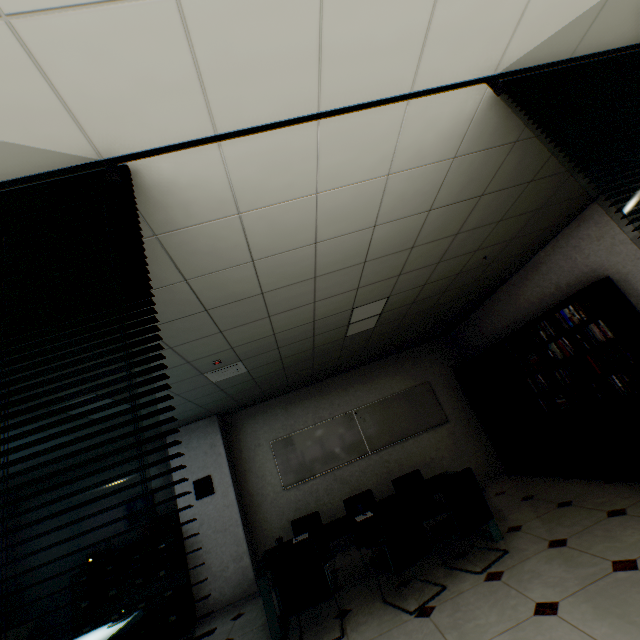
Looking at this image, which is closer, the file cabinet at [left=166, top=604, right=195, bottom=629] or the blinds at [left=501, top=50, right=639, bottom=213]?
the blinds at [left=501, top=50, right=639, bottom=213]

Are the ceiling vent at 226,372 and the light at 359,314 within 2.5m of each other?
yes

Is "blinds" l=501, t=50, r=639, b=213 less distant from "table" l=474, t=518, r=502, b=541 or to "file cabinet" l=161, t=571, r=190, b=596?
"table" l=474, t=518, r=502, b=541

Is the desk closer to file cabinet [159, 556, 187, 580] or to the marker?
file cabinet [159, 556, 187, 580]

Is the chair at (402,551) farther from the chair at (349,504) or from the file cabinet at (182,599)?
the file cabinet at (182,599)

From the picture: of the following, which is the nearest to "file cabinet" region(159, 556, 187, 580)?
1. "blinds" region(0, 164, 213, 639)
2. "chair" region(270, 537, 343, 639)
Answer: "chair" region(270, 537, 343, 639)

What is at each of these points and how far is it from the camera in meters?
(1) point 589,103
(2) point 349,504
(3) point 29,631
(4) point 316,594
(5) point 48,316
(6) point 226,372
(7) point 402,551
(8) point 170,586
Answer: (1) blinds, 1.7
(2) chair, 4.9
(3) monitor, 2.5
(4) chair, 3.2
(5) blinds, 1.2
(6) ceiling vent, 4.3
(7) chair, 3.2
(8) file cabinet, 4.9

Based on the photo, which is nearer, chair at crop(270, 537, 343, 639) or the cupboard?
chair at crop(270, 537, 343, 639)
